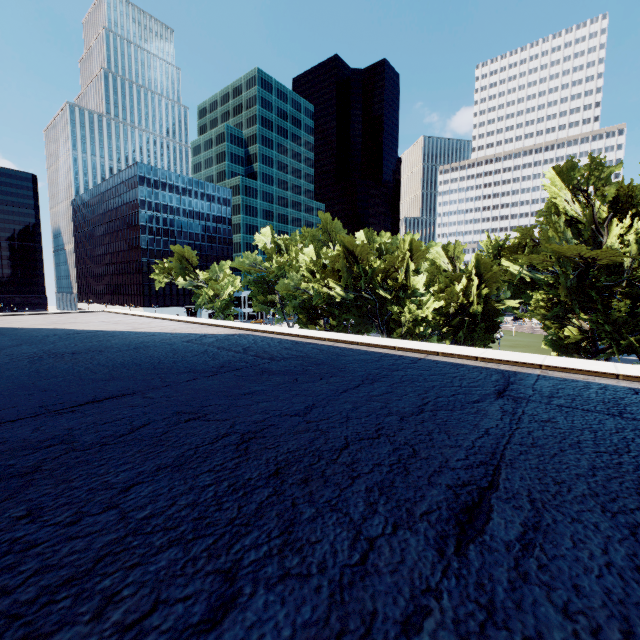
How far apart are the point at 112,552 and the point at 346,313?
46.54m

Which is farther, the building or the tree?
the tree

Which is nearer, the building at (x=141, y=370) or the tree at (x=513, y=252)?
the building at (x=141, y=370)
